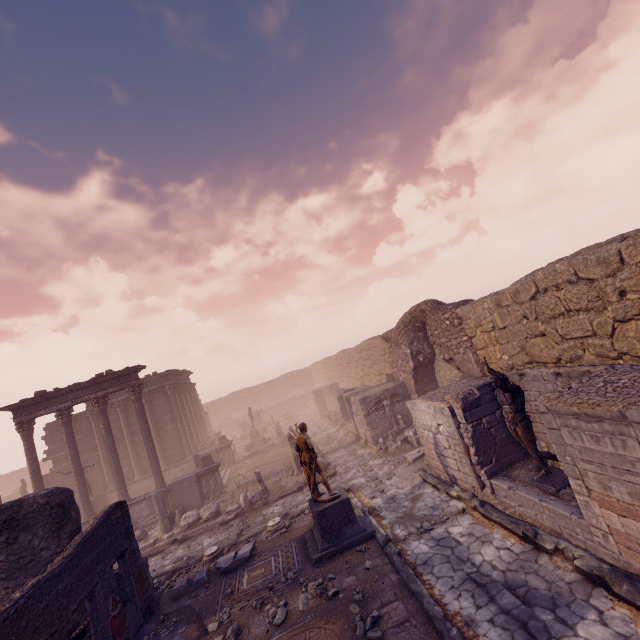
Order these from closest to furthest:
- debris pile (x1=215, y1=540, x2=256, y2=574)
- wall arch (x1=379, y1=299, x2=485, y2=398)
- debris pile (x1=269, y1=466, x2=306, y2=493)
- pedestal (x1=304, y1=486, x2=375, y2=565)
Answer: pedestal (x1=304, y1=486, x2=375, y2=565), debris pile (x1=215, y1=540, x2=256, y2=574), wall arch (x1=379, y1=299, x2=485, y2=398), debris pile (x1=269, y1=466, x2=306, y2=493)

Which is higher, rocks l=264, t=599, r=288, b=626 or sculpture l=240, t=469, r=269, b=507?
sculpture l=240, t=469, r=269, b=507

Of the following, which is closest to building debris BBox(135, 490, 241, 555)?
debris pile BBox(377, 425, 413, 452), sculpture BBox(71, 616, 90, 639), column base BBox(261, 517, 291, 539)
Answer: column base BBox(261, 517, 291, 539)

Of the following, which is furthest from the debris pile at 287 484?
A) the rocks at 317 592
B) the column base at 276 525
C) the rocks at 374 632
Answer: the rocks at 374 632

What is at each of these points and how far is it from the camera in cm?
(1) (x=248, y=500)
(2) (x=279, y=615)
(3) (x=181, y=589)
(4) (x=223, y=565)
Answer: (1) sculpture, 1377
(2) rocks, 678
(3) debris pile, 895
(4) debris pile, 930

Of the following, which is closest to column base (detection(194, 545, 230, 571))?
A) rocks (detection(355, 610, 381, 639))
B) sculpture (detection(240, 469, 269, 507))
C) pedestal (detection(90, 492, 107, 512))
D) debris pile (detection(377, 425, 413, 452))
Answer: sculpture (detection(240, 469, 269, 507))

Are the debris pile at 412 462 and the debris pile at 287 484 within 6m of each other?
yes

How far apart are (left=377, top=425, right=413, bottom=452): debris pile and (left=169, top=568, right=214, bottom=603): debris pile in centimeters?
825cm
